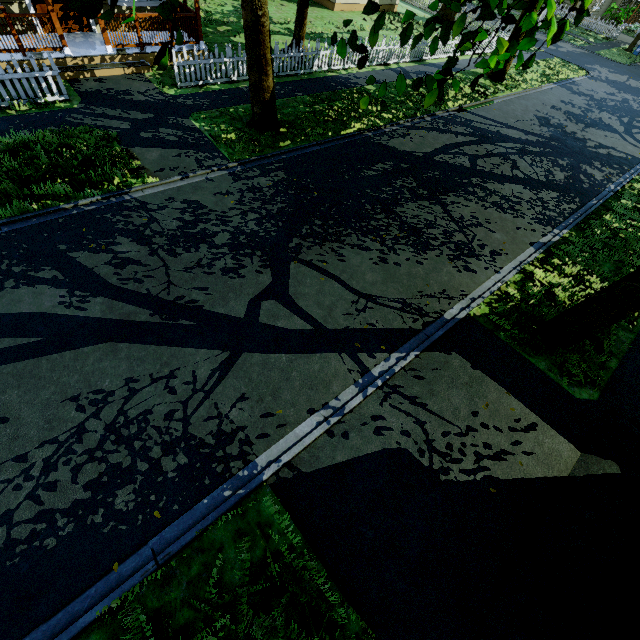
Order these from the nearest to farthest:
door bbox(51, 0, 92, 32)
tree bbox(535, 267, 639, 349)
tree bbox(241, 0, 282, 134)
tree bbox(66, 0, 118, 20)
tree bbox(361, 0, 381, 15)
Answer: tree bbox(66, 0, 118, 20)
tree bbox(361, 0, 381, 15)
tree bbox(535, 267, 639, 349)
tree bbox(241, 0, 282, 134)
door bbox(51, 0, 92, 32)

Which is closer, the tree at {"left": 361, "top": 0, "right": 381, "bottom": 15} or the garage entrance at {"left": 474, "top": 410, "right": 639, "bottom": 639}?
the tree at {"left": 361, "top": 0, "right": 381, "bottom": 15}

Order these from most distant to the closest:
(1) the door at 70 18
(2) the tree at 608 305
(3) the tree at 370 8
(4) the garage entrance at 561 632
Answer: (1) the door at 70 18 < (2) the tree at 608 305 < (4) the garage entrance at 561 632 < (3) the tree at 370 8

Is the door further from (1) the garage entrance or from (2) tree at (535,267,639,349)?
(1) the garage entrance

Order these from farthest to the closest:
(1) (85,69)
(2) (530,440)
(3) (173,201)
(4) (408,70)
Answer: (4) (408,70) < (1) (85,69) < (3) (173,201) < (2) (530,440)

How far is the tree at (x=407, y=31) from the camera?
2.7 meters
